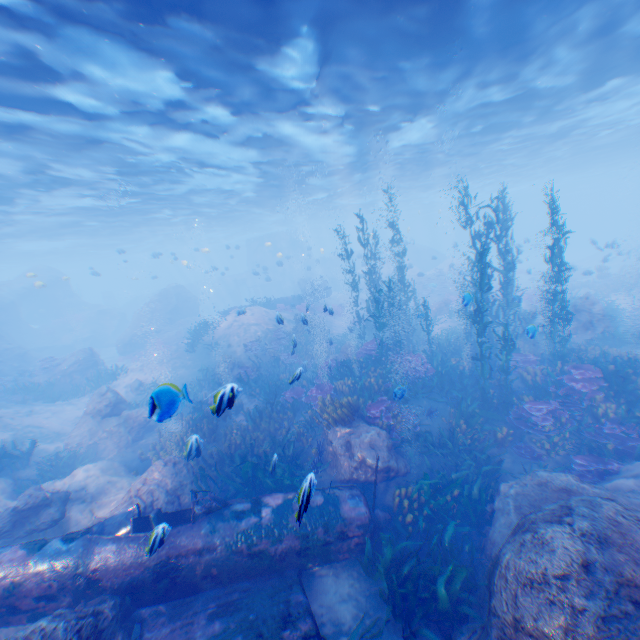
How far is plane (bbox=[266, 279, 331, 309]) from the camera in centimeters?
2790cm

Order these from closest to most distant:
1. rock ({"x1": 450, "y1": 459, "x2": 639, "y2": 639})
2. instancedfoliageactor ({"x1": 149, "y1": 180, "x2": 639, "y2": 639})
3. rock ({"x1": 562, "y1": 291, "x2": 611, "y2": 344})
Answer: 1. rock ({"x1": 450, "y1": 459, "x2": 639, "y2": 639})
2. instancedfoliageactor ({"x1": 149, "y1": 180, "x2": 639, "y2": 639})
3. rock ({"x1": 562, "y1": 291, "x2": 611, "y2": 344})

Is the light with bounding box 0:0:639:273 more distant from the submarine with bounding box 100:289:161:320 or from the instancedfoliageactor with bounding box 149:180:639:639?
the instancedfoliageactor with bounding box 149:180:639:639

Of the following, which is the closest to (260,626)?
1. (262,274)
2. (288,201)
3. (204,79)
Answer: (204,79)

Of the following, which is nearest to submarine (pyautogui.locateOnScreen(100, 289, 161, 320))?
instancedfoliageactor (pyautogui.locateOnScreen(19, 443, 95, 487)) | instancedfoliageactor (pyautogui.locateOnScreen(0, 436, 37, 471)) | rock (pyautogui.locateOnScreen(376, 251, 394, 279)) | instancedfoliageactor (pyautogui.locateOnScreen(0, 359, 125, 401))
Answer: rock (pyautogui.locateOnScreen(376, 251, 394, 279))

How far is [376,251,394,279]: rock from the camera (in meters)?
38.34

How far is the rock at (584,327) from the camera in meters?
17.5 m
